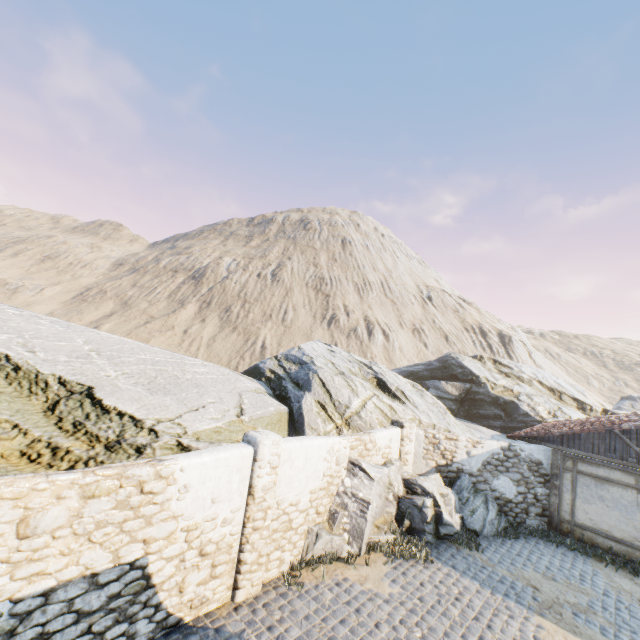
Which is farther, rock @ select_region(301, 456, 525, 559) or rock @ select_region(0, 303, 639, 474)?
rock @ select_region(301, 456, 525, 559)

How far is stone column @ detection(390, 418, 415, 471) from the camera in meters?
11.4

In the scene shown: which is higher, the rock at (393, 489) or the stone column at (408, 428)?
the stone column at (408, 428)

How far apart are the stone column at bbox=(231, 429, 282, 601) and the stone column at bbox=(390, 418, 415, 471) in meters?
5.6 m

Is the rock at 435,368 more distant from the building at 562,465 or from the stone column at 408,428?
the building at 562,465

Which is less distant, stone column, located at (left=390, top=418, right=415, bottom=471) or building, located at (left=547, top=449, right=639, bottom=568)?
building, located at (left=547, top=449, right=639, bottom=568)

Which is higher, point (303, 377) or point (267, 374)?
point (303, 377)

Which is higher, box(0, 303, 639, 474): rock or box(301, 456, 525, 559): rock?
box(0, 303, 639, 474): rock
